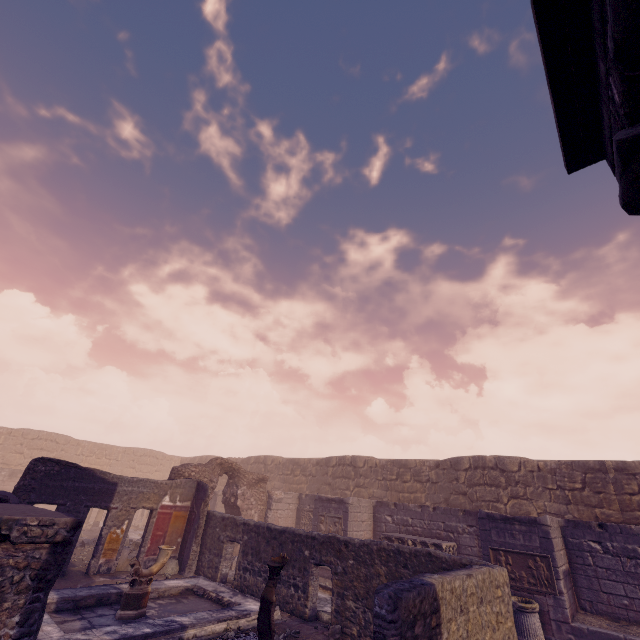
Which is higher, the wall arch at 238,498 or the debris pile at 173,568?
the wall arch at 238,498

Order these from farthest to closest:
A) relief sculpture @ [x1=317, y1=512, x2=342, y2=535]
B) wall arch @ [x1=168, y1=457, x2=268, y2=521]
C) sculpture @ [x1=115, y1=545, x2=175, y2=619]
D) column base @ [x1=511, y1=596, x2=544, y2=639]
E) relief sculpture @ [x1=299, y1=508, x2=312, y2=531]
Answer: relief sculpture @ [x1=299, y1=508, x2=312, y2=531]
wall arch @ [x1=168, y1=457, x2=268, y2=521]
relief sculpture @ [x1=317, y1=512, x2=342, y2=535]
column base @ [x1=511, y1=596, x2=544, y2=639]
sculpture @ [x1=115, y1=545, x2=175, y2=619]

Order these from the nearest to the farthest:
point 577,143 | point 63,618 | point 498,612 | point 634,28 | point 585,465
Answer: point 634,28 < point 577,143 < point 498,612 < point 63,618 < point 585,465

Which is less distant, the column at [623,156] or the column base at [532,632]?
the column at [623,156]

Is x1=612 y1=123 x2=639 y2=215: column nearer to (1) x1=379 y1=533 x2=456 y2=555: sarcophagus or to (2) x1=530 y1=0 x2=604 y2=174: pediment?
(2) x1=530 y1=0 x2=604 y2=174: pediment

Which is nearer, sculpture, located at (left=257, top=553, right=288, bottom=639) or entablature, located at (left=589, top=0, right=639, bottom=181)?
entablature, located at (left=589, top=0, right=639, bottom=181)

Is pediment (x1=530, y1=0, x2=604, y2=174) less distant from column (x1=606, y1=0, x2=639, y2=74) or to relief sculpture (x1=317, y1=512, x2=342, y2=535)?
column (x1=606, y1=0, x2=639, y2=74)

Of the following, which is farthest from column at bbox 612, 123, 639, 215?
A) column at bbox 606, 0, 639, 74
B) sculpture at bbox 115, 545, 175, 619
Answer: sculpture at bbox 115, 545, 175, 619
